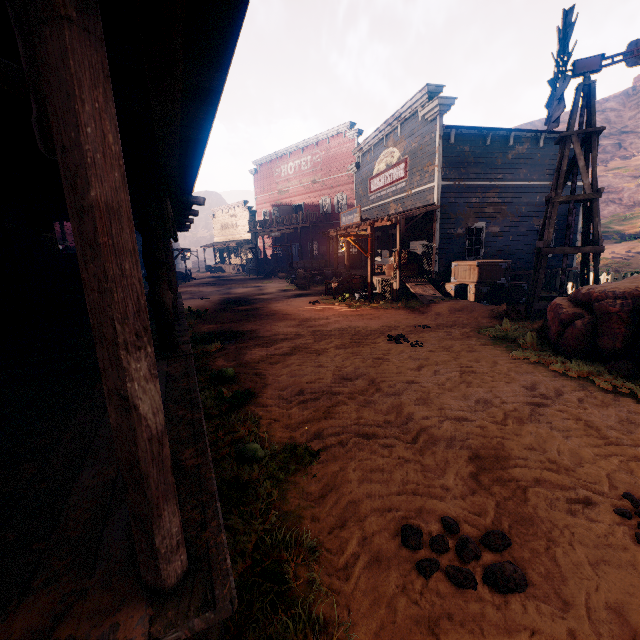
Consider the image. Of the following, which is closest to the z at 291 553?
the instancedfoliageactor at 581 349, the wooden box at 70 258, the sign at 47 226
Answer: the instancedfoliageactor at 581 349

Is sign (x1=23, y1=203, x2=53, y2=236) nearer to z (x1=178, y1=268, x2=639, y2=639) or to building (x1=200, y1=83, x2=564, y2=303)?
building (x1=200, y1=83, x2=564, y2=303)

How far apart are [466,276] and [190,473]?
13.44m

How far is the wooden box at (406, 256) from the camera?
15.16m

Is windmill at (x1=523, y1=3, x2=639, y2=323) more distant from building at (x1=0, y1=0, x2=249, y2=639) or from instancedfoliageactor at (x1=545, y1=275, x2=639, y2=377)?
building at (x1=0, y1=0, x2=249, y2=639)

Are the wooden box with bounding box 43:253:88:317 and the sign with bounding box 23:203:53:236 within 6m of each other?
yes

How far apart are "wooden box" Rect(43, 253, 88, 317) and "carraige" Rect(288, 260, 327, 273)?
17.05m

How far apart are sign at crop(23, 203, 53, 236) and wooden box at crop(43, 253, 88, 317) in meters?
3.6 m
